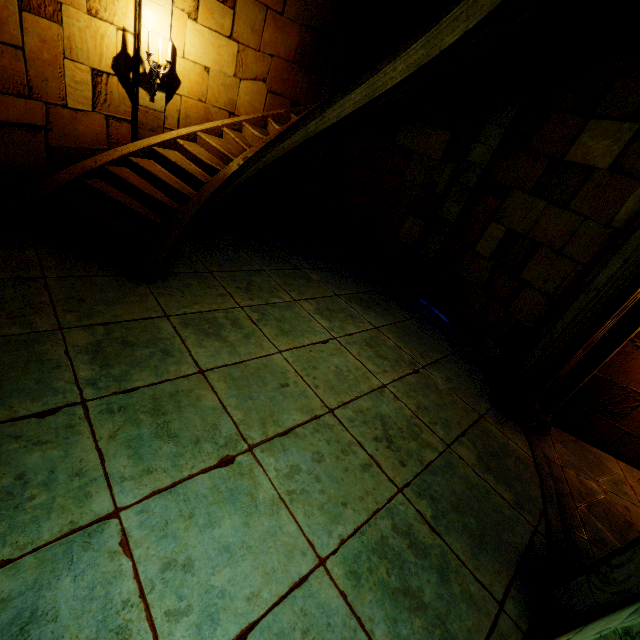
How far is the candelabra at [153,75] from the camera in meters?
5.3 m

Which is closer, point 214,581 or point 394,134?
point 214,581

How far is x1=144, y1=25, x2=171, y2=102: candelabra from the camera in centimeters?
532cm
